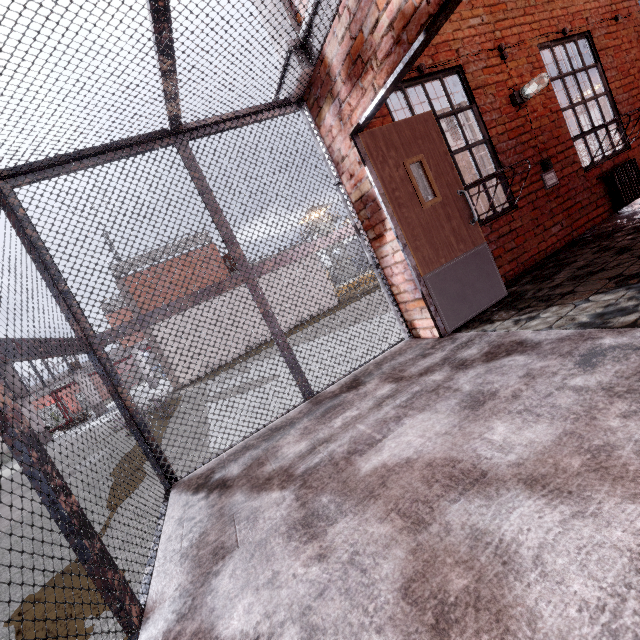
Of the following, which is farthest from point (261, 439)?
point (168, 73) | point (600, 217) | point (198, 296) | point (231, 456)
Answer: point (600, 217)

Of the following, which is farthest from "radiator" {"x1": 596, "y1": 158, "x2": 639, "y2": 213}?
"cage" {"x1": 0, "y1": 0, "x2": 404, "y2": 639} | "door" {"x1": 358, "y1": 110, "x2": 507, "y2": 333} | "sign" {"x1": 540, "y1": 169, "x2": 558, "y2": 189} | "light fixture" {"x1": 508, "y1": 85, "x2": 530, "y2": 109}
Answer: "cage" {"x1": 0, "y1": 0, "x2": 404, "y2": 639}

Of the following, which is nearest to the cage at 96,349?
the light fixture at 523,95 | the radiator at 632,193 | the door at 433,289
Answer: the door at 433,289

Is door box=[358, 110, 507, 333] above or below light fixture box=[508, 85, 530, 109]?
below

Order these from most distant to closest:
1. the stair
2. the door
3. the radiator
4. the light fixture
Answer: the radiator, the light fixture, the door, the stair

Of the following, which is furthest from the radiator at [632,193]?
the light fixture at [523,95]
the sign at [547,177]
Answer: the light fixture at [523,95]

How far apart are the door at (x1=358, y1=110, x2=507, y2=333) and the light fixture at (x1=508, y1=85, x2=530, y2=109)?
1.9 meters

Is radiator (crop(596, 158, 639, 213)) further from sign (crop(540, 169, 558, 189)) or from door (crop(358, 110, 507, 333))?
door (crop(358, 110, 507, 333))
